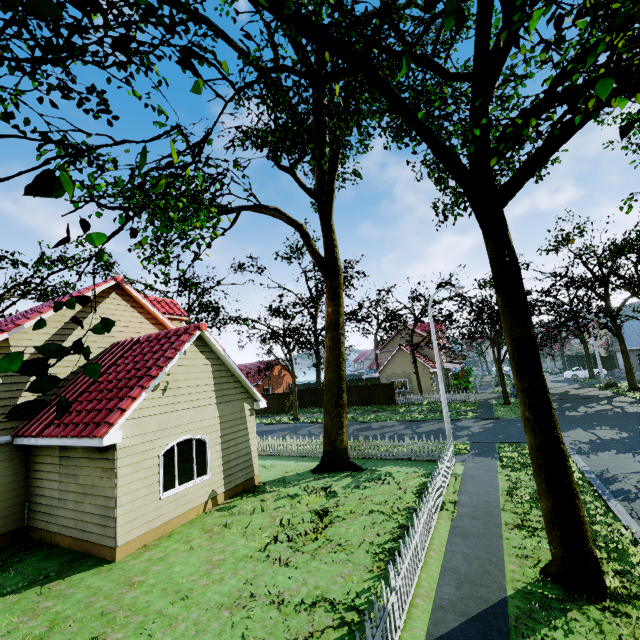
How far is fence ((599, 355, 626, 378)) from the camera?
38.35m

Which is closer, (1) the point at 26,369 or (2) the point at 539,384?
(1) the point at 26,369

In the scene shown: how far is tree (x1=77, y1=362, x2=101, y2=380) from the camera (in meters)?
1.95

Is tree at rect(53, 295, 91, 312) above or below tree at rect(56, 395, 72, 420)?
above

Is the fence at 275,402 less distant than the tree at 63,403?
No
